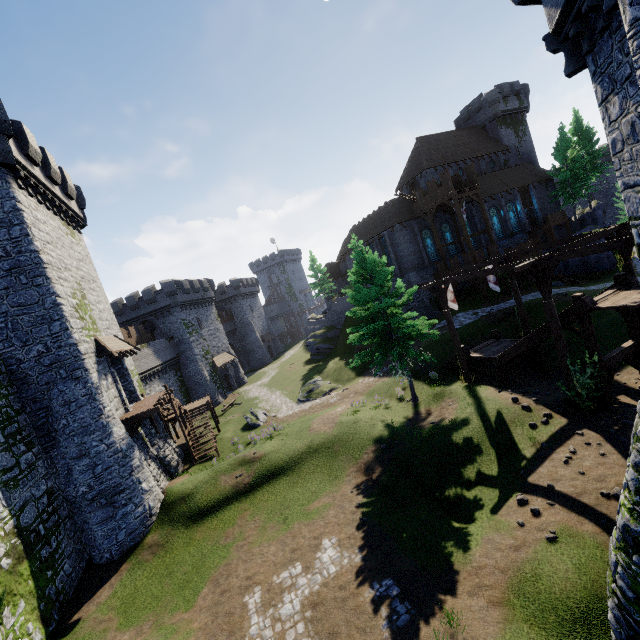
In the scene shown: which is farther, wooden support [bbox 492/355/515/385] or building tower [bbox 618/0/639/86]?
wooden support [bbox 492/355/515/385]

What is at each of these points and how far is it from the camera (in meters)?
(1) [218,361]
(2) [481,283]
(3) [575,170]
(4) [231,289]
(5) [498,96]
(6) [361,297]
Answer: (1) awning, 45.06
(2) walkway, 30.75
(3) tree, 41.47
(4) building, 59.59
(5) building, 44.50
(6) instancedfoliageactor, 18.92

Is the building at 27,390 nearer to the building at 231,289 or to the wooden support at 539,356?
the building at 231,289

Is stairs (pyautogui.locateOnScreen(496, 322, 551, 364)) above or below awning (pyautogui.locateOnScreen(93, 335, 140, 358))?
below

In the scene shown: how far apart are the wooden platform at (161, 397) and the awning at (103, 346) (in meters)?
3.09

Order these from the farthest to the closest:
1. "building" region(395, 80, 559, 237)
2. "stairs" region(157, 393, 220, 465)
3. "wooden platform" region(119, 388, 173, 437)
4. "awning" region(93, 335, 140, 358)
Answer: "building" region(395, 80, 559, 237)
"stairs" region(157, 393, 220, 465)
"awning" region(93, 335, 140, 358)
"wooden platform" region(119, 388, 173, 437)

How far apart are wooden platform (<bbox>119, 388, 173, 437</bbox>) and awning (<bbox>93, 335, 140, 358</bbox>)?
3.09m

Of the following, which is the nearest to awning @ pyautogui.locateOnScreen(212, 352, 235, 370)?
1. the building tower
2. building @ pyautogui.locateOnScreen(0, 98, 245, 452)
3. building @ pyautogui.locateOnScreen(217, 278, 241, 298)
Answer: building @ pyautogui.locateOnScreen(217, 278, 241, 298)
